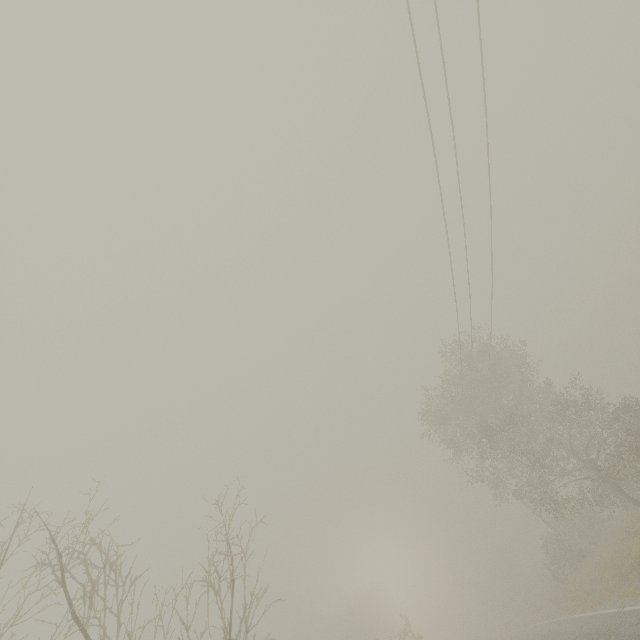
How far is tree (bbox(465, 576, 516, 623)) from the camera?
50.66m

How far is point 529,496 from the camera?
21.28m

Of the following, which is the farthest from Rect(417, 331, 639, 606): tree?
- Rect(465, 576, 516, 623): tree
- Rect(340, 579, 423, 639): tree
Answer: Rect(465, 576, 516, 623): tree

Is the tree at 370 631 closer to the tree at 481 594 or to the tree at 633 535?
the tree at 633 535

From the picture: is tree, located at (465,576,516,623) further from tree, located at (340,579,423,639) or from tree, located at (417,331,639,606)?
tree, located at (417,331,639,606)

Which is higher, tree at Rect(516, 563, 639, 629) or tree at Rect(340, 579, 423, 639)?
tree at Rect(340, 579, 423, 639)
